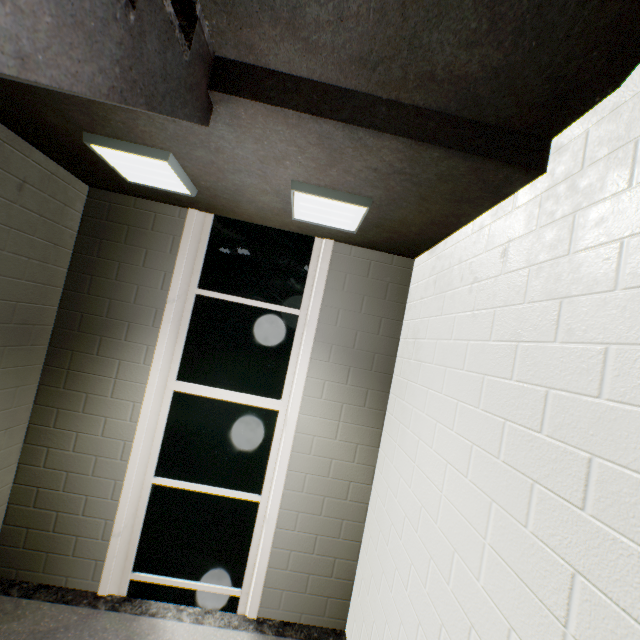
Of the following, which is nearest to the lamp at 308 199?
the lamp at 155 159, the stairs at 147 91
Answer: the stairs at 147 91

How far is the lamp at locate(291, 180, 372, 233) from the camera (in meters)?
1.97

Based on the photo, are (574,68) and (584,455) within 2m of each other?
yes

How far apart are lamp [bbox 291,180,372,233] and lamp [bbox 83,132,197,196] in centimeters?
74cm

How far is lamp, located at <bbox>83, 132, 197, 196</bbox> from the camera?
1.9 meters

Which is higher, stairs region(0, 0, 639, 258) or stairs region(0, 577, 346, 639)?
stairs region(0, 0, 639, 258)

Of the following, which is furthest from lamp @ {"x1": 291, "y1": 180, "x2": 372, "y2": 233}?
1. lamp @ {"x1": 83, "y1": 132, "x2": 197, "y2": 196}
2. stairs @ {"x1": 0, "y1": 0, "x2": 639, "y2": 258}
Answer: lamp @ {"x1": 83, "y1": 132, "x2": 197, "y2": 196}
